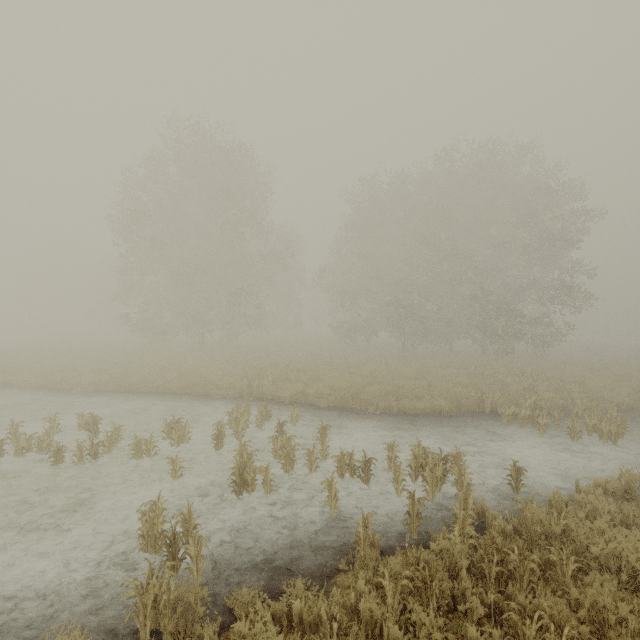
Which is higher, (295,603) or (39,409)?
(295,603)
